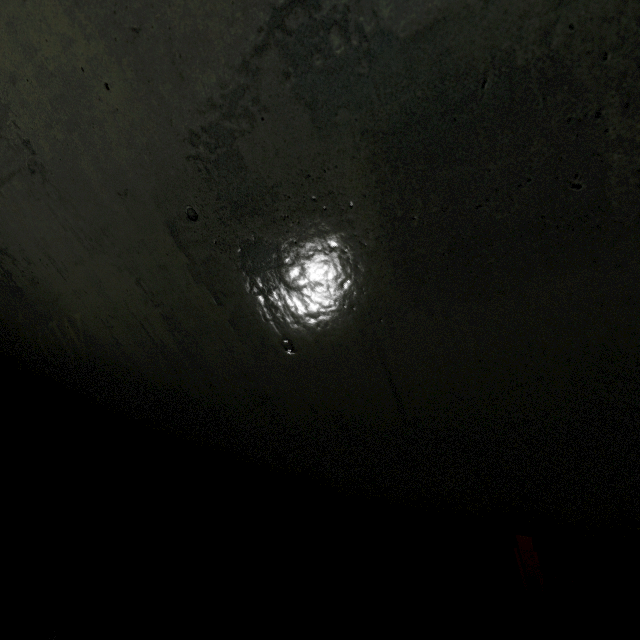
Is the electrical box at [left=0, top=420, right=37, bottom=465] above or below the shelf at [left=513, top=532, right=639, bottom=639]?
above

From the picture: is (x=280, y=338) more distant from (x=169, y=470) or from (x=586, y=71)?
(x=169, y=470)

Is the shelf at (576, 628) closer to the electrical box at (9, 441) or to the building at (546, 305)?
the building at (546, 305)

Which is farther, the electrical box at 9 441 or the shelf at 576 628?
the electrical box at 9 441

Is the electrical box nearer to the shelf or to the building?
the building

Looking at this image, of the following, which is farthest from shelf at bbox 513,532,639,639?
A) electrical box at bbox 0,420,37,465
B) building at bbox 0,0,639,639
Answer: electrical box at bbox 0,420,37,465
